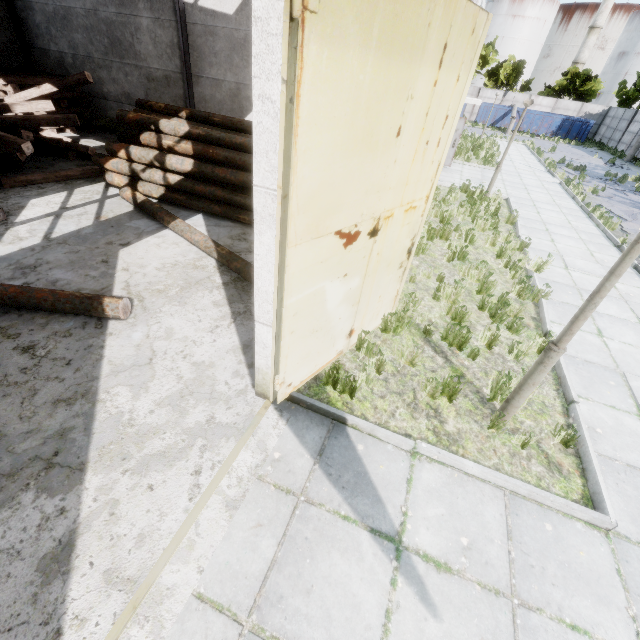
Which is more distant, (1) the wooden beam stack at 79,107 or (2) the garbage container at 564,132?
(2) the garbage container at 564,132

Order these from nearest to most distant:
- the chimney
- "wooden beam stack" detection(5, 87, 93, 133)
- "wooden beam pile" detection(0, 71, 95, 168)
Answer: "wooden beam pile" detection(0, 71, 95, 168) → "wooden beam stack" detection(5, 87, 93, 133) → the chimney

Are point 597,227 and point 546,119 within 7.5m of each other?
no

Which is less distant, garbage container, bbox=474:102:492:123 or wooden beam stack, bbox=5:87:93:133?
wooden beam stack, bbox=5:87:93:133

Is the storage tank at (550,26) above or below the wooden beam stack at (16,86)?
above

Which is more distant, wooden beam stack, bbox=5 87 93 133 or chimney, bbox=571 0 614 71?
chimney, bbox=571 0 614 71

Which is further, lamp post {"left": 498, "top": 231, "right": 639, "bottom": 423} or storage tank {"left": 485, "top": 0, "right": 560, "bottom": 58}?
storage tank {"left": 485, "top": 0, "right": 560, "bottom": 58}

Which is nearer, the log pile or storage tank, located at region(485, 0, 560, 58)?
the log pile
